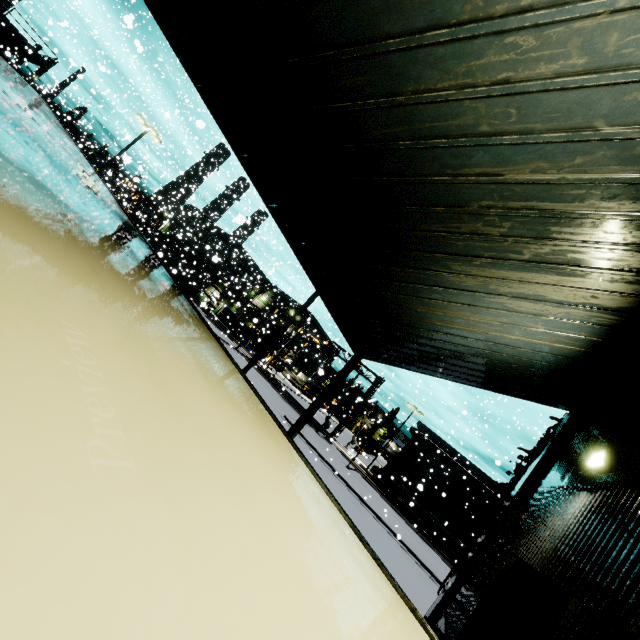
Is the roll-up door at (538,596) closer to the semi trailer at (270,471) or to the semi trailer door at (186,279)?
the semi trailer at (270,471)

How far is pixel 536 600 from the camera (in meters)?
4.42

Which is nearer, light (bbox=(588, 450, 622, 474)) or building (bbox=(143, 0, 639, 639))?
building (bbox=(143, 0, 639, 639))

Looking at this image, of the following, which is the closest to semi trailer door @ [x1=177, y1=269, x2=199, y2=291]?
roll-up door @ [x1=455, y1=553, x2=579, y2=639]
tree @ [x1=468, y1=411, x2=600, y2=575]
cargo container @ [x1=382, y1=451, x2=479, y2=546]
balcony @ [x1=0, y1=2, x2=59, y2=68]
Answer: balcony @ [x1=0, y1=2, x2=59, y2=68]

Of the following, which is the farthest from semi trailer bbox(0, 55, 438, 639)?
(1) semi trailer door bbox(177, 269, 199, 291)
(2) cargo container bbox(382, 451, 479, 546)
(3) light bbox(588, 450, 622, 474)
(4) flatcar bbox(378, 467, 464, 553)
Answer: (3) light bbox(588, 450, 622, 474)

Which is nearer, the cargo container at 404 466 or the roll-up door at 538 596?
the roll-up door at 538 596

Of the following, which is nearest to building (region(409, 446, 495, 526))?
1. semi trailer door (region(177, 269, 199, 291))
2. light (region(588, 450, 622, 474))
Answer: light (region(588, 450, 622, 474))

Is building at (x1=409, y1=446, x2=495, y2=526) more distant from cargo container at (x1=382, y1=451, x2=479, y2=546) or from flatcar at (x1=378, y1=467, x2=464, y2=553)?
flatcar at (x1=378, y1=467, x2=464, y2=553)
